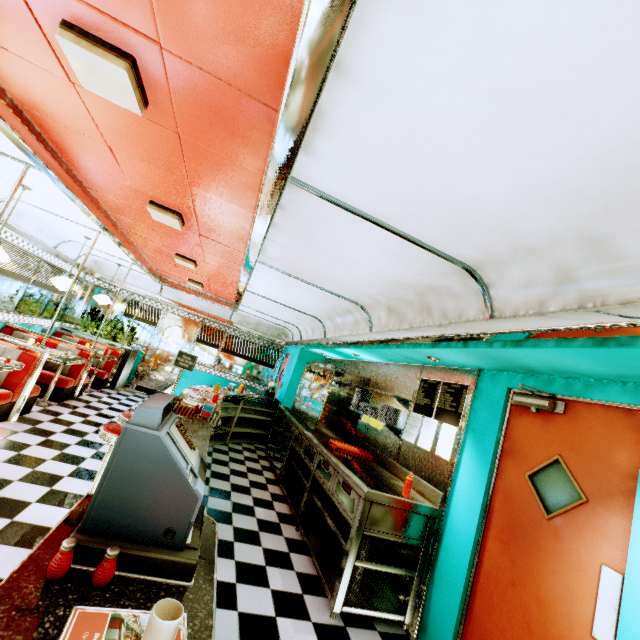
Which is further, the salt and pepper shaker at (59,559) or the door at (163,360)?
the door at (163,360)

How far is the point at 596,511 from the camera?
2.2 meters

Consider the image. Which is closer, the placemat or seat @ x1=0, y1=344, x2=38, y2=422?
the placemat

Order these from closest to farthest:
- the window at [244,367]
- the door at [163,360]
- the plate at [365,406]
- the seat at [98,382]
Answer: the plate at [365,406]
the seat at [98,382]
the door at [163,360]
the window at [244,367]

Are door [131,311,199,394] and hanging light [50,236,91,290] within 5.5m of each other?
yes

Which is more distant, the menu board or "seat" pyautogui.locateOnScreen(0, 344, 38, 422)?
"seat" pyautogui.locateOnScreen(0, 344, 38, 422)

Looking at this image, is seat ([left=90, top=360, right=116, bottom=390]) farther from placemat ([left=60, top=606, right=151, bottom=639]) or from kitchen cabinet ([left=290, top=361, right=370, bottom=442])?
placemat ([left=60, top=606, right=151, bottom=639])

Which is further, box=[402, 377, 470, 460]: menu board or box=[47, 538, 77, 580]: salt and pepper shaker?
box=[402, 377, 470, 460]: menu board
